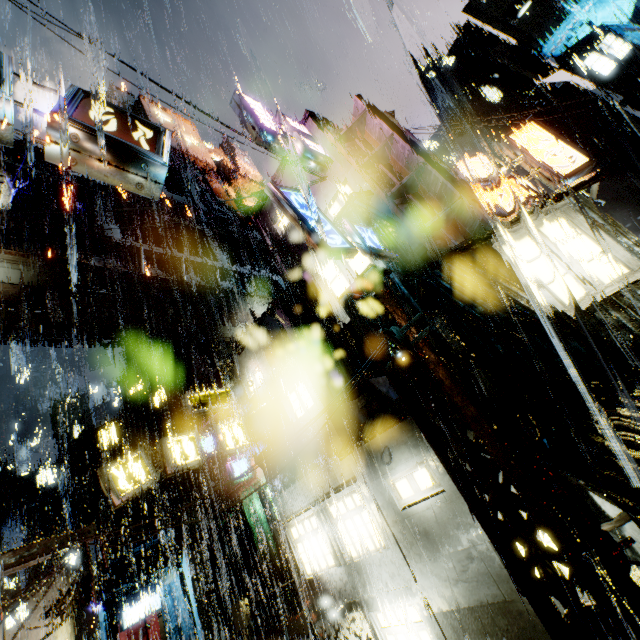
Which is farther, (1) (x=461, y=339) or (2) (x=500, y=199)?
(2) (x=500, y=199)

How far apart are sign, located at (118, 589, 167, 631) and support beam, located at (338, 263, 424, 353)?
28.30m

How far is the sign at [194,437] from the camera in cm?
1047

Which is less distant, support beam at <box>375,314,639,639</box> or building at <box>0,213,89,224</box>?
support beam at <box>375,314,639,639</box>

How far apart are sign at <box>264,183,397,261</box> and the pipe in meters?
41.8

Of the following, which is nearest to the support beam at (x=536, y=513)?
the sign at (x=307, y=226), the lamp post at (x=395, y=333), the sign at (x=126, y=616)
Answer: the lamp post at (x=395, y=333)

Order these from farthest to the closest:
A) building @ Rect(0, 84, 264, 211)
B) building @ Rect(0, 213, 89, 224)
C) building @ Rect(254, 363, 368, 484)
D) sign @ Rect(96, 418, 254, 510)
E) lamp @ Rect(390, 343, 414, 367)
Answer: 1. building @ Rect(0, 84, 264, 211)
2. building @ Rect(0, 213, 89, 224)
3. building @ Rect(254, 363, 368, 484)
4. sign @ Rect(96, 418, 254, 510)
5. lamp @ Rect(390, 343, 414, 367)

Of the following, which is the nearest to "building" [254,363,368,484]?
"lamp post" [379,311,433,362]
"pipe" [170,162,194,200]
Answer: "pipe" [170,162,194,200]
